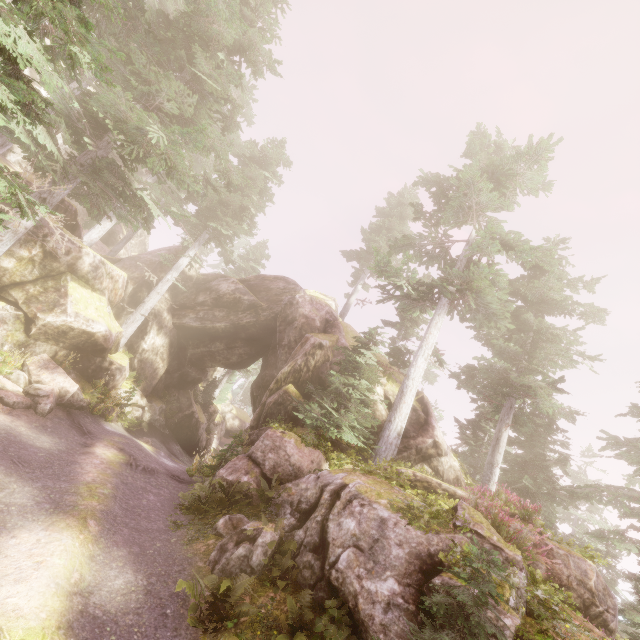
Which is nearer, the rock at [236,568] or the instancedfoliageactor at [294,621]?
the instancedfoliageactor at [294,621]

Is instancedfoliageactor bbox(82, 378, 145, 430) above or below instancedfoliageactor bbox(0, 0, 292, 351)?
below

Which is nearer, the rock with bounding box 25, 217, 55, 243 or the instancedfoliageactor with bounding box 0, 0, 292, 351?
the instancedfoliageactor with bounding box 0, 0, 292, 351

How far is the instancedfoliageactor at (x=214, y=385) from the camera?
30.9 meters

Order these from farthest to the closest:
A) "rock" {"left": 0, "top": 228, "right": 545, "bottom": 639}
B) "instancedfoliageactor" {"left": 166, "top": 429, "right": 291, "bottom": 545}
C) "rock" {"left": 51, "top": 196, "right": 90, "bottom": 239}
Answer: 1. "rock" {"left": 51, "top": 196, "right": 90, "bottom": 239}
2. "instancedfoliageactor" {"left": 166, "top": 429, "right": 291, "bottom": 545}
3. "rock" {"left": 0, "top": 228, "right": 545, "bottom": 639}

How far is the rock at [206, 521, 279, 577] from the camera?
7.7 meters

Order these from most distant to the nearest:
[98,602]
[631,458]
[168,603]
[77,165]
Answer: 1. [631,458]
2. [77,165]
3. [168,603]
4. [98,602]
